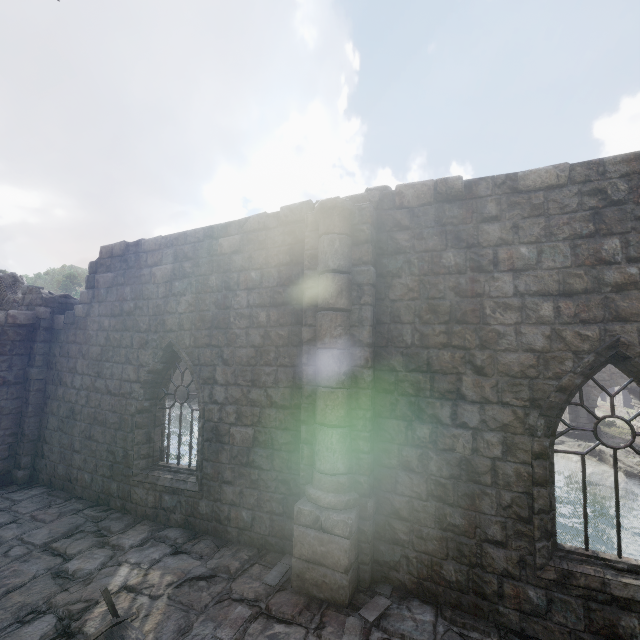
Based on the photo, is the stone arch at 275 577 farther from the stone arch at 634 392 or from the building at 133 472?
the stone arch at 634 392

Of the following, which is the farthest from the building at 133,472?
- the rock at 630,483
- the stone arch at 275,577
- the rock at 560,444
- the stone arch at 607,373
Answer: the rock at 630,483

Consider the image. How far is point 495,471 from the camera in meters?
4.9 m

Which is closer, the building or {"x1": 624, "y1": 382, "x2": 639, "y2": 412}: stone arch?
the building

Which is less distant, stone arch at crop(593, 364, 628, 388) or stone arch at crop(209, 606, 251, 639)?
stone arch at crop(209, 606, 251, 639)

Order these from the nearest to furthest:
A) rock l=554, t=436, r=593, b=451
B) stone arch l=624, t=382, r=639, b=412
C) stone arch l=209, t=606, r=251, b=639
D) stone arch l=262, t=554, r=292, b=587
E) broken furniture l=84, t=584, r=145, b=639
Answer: broken furniture l=84, t=584, r=145, b=639, stone arch l=209, t=606, r=251, b=639, stone arch l=262, t=554, r=292, b=587, rock l=554, t=436, r=593, b=451, stone arch l=624, t=382, r=639, b=412

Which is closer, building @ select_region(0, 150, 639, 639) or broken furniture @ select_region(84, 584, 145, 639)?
broken furniture @ select_region(84, 584, 145, 639)

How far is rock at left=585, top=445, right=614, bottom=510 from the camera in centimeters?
2002cm
